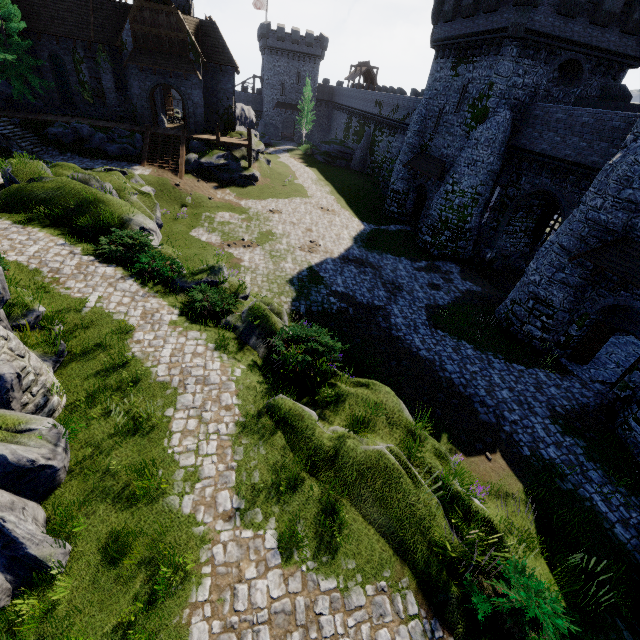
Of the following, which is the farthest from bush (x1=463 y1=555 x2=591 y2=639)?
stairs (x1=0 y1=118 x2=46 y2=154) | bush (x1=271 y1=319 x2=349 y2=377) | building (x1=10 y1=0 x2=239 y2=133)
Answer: building (x1=10 y1=0 x2=239 y2=133)

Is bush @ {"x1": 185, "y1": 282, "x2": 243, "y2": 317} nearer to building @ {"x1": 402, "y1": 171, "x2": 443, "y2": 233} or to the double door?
building @ {"x1": 402, "y1": 171, "x2": 443, "y2": 233}

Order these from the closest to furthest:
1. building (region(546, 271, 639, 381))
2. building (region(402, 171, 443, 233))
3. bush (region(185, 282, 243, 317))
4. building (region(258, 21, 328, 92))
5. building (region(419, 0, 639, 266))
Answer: bush (region(185, 282, 243, 317))
building (region(546, 271, 639, 381))
building (region(419, 0, 639, 266))
building (region(402, 171, 443, 233))
building (region(258, 21, 328, 92))

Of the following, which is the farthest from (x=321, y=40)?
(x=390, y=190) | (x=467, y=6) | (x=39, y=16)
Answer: (x=467, y=6)

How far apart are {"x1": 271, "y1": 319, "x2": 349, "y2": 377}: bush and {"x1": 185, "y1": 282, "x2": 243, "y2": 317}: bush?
2.25m

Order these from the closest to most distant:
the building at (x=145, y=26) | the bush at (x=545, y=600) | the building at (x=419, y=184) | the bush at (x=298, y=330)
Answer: the bush at (x=545, y=600) < the bush at (x=298, y=330) < the building at (x=145, y=26) < the building at (x=419, y=184)

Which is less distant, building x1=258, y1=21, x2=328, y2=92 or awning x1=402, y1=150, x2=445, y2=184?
awning x1=402, y1=150, x2=445, y2=184

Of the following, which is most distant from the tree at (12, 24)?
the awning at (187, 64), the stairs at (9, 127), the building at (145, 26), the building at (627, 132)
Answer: the building at (627, 132)
